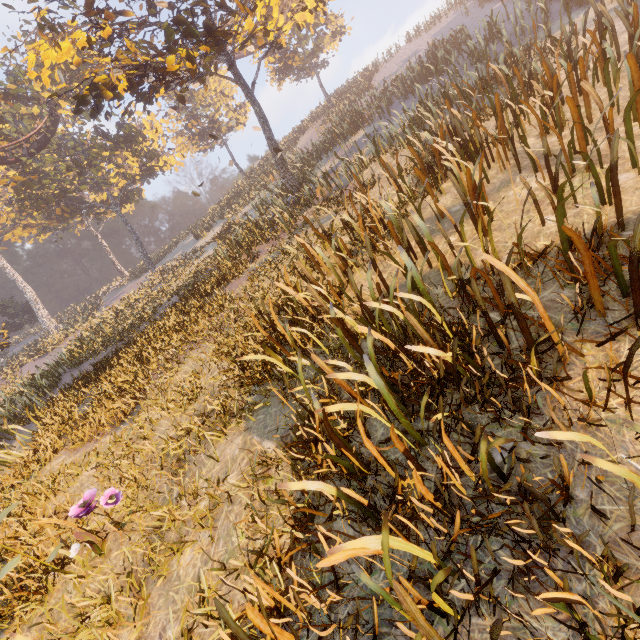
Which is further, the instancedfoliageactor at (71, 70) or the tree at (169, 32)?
the instancedfoliageactor at (71, 70)

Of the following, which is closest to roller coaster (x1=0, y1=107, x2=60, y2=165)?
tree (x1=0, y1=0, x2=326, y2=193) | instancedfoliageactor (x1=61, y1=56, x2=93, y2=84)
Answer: instancedfoliageactor (x1=61, y1=56, x2=93, y2=84)

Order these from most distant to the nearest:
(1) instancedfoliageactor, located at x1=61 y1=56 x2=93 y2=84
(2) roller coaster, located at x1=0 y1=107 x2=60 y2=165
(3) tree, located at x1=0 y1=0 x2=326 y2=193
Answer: (1) instancedfoliageactor, located at x1=61 y1=56 x2=93 y2=84, (2) roller coaster, located at x1=0 y1=107 x2=60 y2=165, (3) tree, located at x1=0 y1=0 x2=326 y2=193

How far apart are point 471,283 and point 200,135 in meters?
42.1

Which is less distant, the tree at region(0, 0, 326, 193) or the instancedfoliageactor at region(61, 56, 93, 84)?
the tree at region(0, 0, 326, 193)

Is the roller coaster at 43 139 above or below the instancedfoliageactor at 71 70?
below

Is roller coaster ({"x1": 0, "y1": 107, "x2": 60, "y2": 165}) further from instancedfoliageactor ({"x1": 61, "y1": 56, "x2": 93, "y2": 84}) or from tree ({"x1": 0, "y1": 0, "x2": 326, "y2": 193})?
tree ({"x1": 0, "y1": 0, "x2": 326, "y2": 193})
